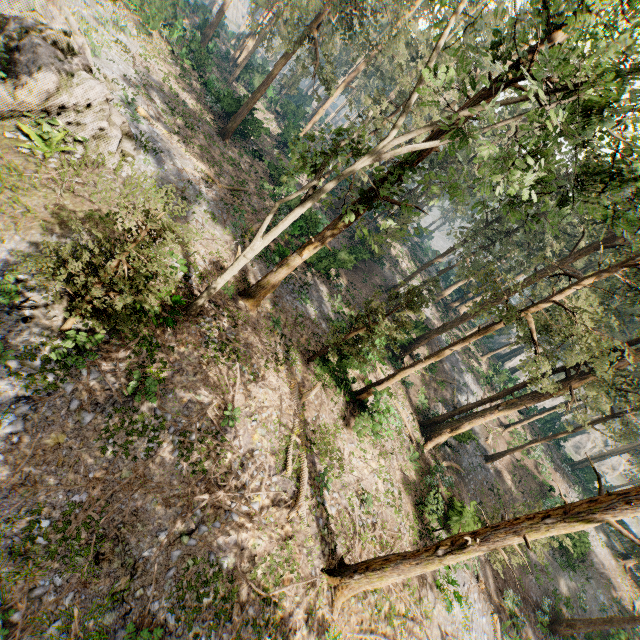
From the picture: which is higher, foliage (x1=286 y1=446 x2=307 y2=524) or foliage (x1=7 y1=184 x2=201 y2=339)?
foliage (x1=7 y1=184 x2=201 y2=339)

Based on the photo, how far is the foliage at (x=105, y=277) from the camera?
8.0m

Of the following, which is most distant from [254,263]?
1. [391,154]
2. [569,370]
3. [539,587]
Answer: [539,587]

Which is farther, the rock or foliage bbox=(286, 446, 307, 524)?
the rock

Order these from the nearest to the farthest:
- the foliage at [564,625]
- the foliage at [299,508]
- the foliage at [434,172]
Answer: the foliage at [434,172], the foliage at [299,508], the foliage at [564,625]

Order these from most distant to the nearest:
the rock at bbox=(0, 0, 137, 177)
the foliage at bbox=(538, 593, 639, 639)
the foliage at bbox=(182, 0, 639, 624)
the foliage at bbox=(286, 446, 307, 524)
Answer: the foliage at bbox=(538, 593, 639, 639) → the rock at bbox=(0, 0, 137, 177) → the foliage at bbox=(286, 446, 307, 524) → the foliage at bbox=(182, 0, 639, 624)

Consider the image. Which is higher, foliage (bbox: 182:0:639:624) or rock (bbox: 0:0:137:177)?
foliage (bbox: 182:0:639:624)
